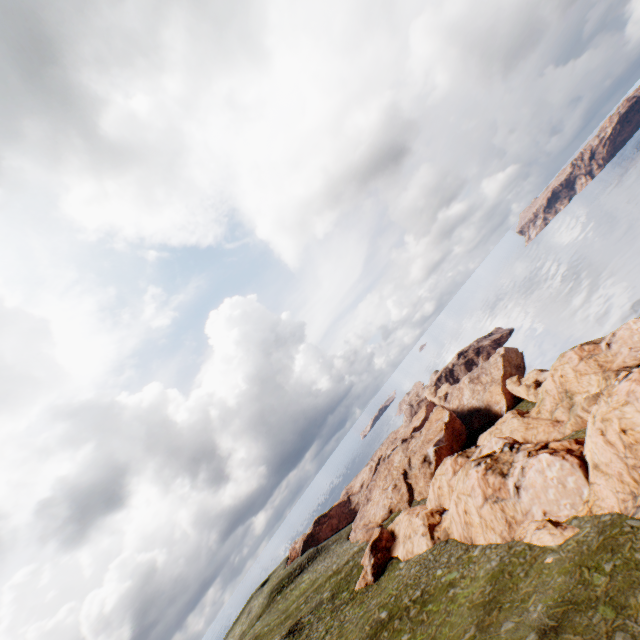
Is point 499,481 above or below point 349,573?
above
